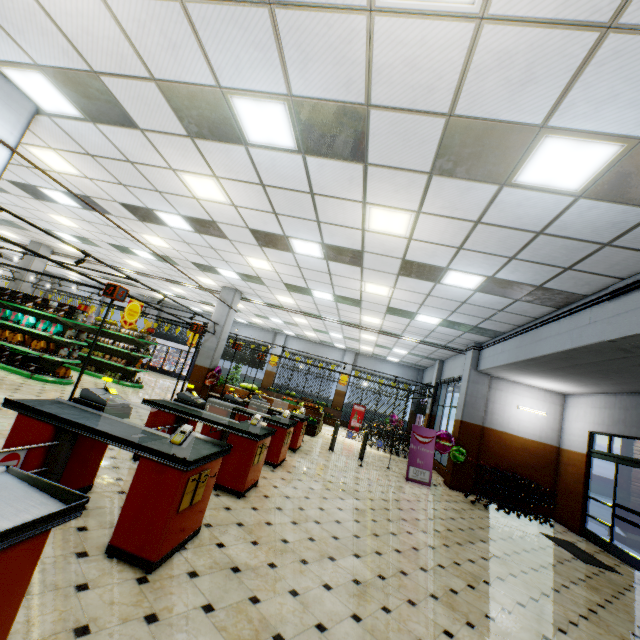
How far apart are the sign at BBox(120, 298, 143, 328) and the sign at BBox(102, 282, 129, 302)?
4.38m

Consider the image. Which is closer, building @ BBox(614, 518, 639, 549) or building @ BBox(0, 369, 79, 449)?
building @ BBox(0, 369, 79, 449)

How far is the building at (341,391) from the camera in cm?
2139

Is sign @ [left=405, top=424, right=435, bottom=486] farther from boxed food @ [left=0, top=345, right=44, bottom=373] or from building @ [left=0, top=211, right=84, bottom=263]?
boxed food @ [left=0, top=345, right=44, bottom=373]

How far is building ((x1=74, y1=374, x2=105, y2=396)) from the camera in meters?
9.5 m

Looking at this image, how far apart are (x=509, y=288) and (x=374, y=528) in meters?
5.3 m

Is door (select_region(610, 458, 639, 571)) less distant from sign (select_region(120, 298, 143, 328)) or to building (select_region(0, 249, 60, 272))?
building (select_region(0, 249, 60, 272))

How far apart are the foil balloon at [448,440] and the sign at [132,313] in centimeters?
945cm
